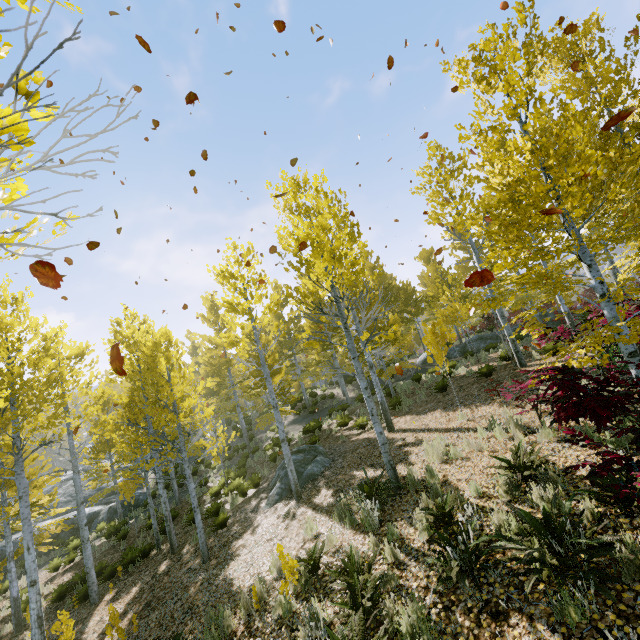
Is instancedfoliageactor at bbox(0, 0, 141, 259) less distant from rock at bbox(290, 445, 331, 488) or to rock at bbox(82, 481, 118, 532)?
rock at bbox(82, 481, 118, 532)

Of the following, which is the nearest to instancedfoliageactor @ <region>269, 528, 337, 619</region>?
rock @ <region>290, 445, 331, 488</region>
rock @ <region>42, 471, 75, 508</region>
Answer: rock @ <region>42, 471, 75, 508</region>

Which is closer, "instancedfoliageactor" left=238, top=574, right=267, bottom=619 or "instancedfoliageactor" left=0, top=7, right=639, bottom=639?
"instancedfoliageactor" left=0, top=7, right=639, bottom=639

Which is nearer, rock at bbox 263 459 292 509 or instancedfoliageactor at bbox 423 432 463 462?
instancedfoliageactor at bbox 423 432 463 462

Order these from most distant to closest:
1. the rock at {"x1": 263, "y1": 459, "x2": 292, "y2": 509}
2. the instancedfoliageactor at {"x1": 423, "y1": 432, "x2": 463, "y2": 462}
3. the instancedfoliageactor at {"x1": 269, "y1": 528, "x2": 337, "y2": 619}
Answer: the rock at {"x1": 263, "y1": 459, "x2": 292, "y2": 509} < the instancedfoliageactor at {"x1": 423, "y1": 432, "x2": 463, "y2": 462} < the instancedfoliageactor at {"x1": 269, "y1": 528, "x2": 337, "y2": 619}

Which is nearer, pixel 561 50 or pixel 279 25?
pixel 279 25

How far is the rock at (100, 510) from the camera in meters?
19.7 m

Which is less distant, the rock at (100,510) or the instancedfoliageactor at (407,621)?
the instancedfoliageactor at (407,621)
